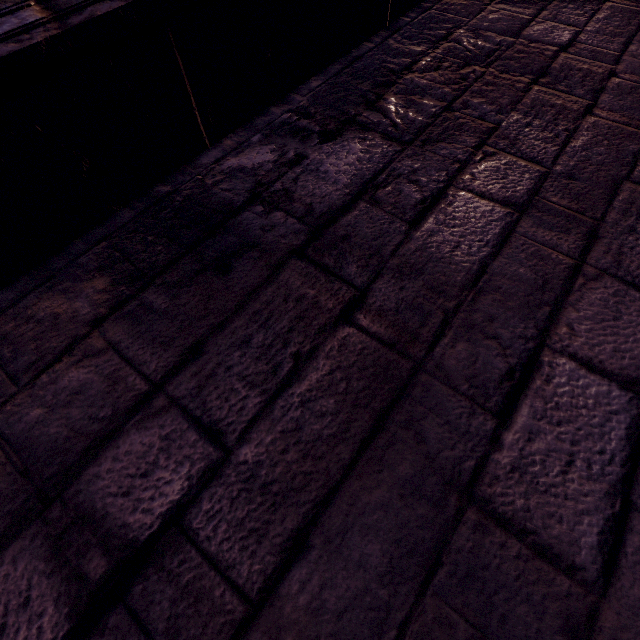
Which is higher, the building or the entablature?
the entablature

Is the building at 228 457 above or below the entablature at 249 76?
below

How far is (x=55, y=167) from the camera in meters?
0.9
